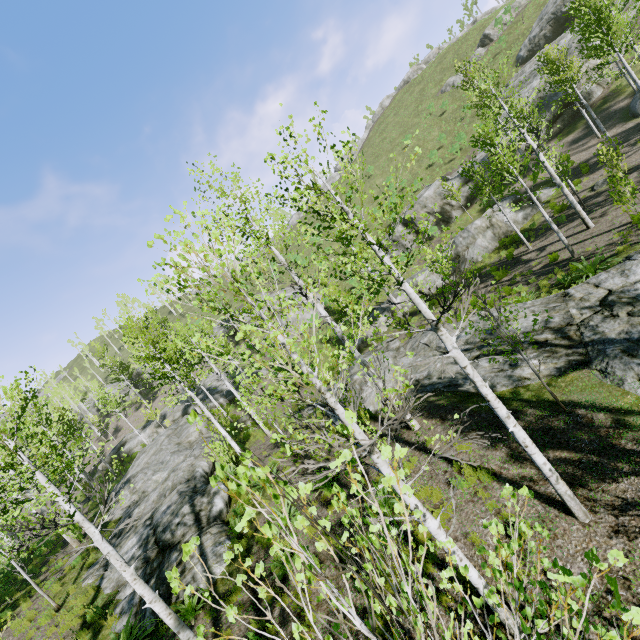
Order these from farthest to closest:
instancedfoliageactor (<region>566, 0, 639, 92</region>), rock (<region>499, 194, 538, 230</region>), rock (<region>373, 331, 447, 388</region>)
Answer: rock (<region>499, 194, 538, 230</region>) < instancedfoliageactor (<region>566, 0, 639, 92</region>) < rock (<region>373, 331, 447, 388</region>)

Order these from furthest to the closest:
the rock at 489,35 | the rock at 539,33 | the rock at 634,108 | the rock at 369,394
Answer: the rock at 489,35, the rock at 539,33, the rock at 634,108, the rock at 369,394

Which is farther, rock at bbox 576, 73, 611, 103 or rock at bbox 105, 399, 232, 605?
rock at bbox 576, 73, 611, 103

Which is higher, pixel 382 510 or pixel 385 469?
pixel 382 510

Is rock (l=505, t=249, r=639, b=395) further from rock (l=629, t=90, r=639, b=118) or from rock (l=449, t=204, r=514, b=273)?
rock (l=629, t=90, r=639, b=118)

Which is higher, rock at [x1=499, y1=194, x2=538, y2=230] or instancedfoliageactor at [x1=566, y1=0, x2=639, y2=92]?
instancedfoliageactor at [x1=566, y1=0, x2=639, y2=92]

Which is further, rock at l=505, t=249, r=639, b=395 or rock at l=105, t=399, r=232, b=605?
rock at l=105, t=399, r=232, b=605

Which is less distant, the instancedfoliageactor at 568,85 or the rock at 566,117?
the instancedfoliageactor at 568,85
